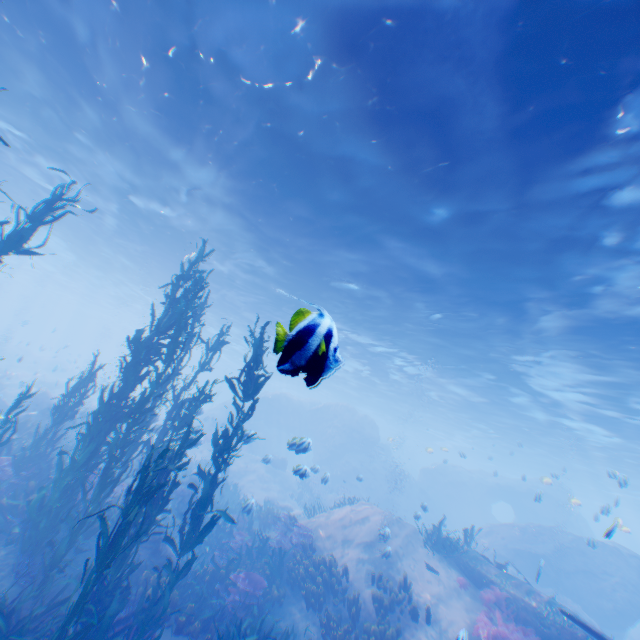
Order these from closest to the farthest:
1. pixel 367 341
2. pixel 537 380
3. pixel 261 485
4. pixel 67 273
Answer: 1. pixel 537 380
2. pixel 367 341
3. pixel 261 485
4. pixel 67 273

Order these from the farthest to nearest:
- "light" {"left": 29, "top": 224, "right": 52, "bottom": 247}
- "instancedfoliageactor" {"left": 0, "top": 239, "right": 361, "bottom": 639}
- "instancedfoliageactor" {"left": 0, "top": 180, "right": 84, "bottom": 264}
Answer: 1. "light" {"left": 29, "top": 224, "right": 52, "bottom": 247}
2. "instancedfoliageactor" {"left": 0, "top": 180, "right": 84, "bottom": 264}
3. "instancedfoliageactor" {"left": 0, "top": 239, "right": 361, "bottom": 639}

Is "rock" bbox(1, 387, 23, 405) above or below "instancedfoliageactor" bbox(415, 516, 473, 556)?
below

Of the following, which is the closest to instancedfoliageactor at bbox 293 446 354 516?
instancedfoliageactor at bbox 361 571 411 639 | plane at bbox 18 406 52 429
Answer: plane at bbox 18 406 52 429

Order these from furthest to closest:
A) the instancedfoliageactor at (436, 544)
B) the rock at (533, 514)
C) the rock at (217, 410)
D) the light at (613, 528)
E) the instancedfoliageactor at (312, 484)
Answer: the rock at (217, 410), the rock at (533, 514), the instancedfoliageactor at (312, 484), the instancedfoliageactor at (436, 544), the light at (613, 528)

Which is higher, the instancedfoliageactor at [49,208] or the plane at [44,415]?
the instancedfoliageactor at [49,208]

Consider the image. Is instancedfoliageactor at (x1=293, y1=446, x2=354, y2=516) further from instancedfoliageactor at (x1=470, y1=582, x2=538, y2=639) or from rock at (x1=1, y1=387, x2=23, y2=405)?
instancedfoliageactor at (x1=470, y1=582, x2=538, y2=639)

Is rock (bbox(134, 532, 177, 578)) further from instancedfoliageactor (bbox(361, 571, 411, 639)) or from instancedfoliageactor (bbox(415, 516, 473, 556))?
instancedfoliageactor (bbox(415, 516, 473, 556))
